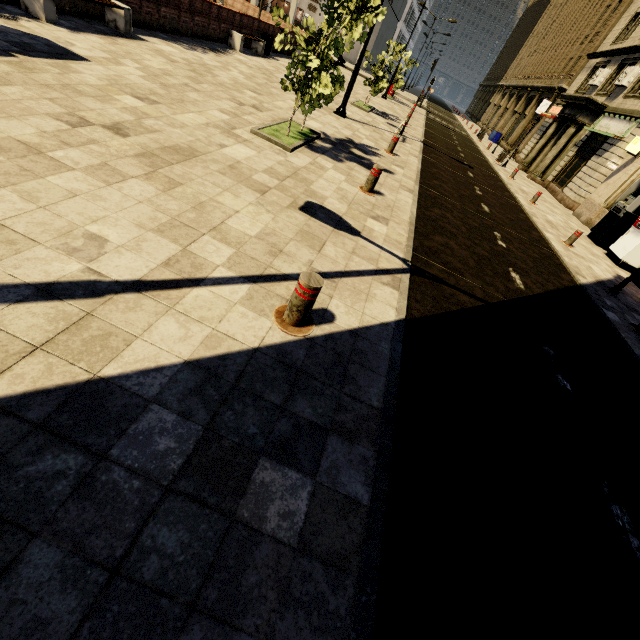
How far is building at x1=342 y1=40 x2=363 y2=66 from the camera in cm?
4016

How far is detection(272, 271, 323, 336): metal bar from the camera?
2.9m

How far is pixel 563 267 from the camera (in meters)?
9.01

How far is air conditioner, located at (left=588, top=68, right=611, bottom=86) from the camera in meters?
20.8 m

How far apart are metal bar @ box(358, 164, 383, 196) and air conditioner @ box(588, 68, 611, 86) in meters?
25.4

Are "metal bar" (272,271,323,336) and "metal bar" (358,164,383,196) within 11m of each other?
yes

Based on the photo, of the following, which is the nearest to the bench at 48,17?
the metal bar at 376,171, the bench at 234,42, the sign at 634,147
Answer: the bench at 234,42

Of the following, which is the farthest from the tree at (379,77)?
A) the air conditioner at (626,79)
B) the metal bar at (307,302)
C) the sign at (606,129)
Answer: the air conditioner at (626,79)
